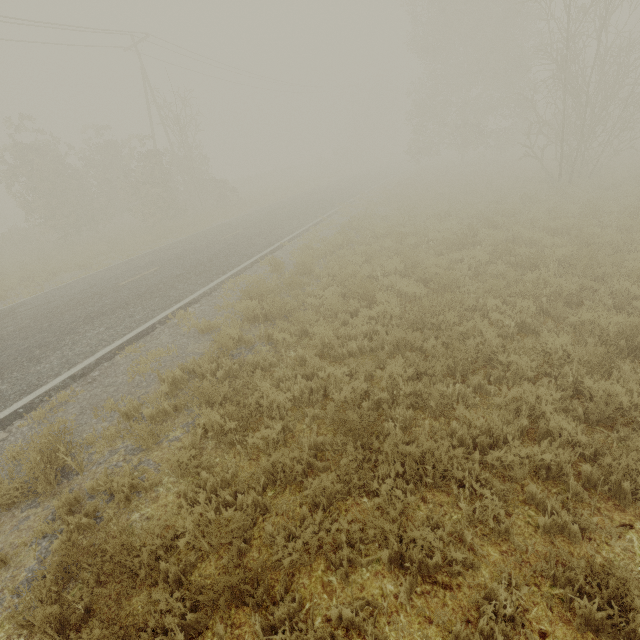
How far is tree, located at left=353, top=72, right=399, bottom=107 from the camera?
57.9m

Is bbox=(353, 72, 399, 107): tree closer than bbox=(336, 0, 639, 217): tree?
No

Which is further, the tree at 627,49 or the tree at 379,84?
the tree at 379,84

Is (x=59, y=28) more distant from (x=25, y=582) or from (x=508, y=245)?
A: (x=25, y=582)

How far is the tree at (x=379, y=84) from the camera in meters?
57.9
